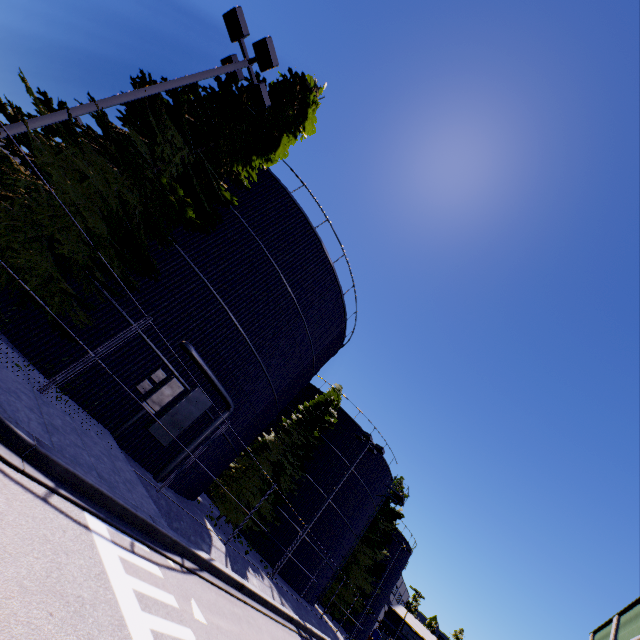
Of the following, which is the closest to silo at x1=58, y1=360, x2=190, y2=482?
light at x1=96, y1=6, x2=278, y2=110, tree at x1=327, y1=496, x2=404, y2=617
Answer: tree at x1=327, y1=496, x2=404, y2=617

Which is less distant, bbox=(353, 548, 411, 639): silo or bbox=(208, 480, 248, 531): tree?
bbox=(208, 480, 248, 531): tree

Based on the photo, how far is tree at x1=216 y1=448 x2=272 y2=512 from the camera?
18.0 meters

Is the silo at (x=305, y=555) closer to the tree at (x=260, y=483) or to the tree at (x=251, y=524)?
the tree at (x=251, y=524)

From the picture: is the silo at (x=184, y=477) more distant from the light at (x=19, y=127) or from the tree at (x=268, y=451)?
the light at (x=19, y=127)

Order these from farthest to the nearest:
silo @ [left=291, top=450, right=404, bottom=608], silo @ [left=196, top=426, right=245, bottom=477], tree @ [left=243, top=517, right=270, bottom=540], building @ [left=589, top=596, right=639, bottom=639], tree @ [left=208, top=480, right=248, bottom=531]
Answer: silo @ [left=291, top=450, right=404, bottom=608], building @ [left=589, top=596, right=639, bottom=639], tree @ [left=243, top=517, right=270, bottom=540], tree @ [left=208, top=480, right=248, bottom=531], silo @ [left=196, top=426, right=245, bottom=477]

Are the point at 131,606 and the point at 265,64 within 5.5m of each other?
no
